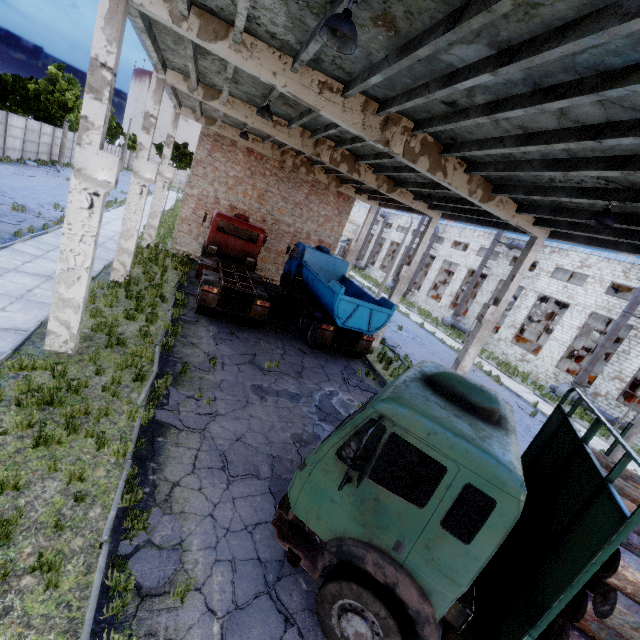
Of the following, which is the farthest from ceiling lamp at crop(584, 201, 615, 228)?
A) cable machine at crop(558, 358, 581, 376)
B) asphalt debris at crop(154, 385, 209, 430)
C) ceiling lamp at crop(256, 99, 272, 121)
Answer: cable machine at crop(558, 358, 581, 376)

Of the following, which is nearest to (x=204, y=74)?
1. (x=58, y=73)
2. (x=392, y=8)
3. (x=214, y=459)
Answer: (x=392, y=8)

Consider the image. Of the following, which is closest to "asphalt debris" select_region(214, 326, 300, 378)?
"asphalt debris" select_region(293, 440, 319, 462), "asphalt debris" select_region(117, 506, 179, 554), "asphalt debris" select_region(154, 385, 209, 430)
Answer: "asphalt debris" select_region(154, 385, 209, 430)

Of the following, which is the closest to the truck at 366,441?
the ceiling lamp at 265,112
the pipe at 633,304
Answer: the ceiling lamp at 265,112

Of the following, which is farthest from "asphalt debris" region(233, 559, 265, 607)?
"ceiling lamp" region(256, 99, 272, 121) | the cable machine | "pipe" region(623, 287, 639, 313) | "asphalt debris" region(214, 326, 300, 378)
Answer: the cable machine

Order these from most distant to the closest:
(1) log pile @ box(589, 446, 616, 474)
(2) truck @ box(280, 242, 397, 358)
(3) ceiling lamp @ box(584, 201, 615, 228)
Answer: (2) truck @ box(280, 242, 397, 358)
(3) ceiling lamp @ box(584, 201, 615, 228)
(1) log pile @ box(589, 446, 616, 474)

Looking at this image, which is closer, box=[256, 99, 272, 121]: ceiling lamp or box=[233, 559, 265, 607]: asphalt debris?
box=[233, 559, 265, 607]: asphalt debris

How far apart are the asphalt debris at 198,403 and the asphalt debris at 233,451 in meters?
0.7 m
